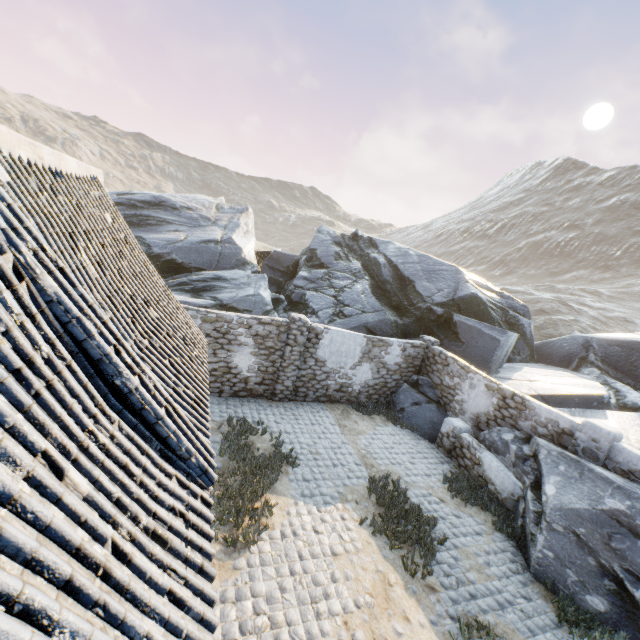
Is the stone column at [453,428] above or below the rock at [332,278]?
below

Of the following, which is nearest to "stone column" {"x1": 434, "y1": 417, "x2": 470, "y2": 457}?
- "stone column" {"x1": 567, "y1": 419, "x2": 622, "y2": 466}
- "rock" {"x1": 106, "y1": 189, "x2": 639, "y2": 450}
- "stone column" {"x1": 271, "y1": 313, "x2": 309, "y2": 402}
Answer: "rock" {"x1": 106, "y1": 189, "x2": 639, "y2": 450}

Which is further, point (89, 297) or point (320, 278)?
point (320, 278)

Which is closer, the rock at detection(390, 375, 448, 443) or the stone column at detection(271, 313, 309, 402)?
the stone column at detection(271, 313, 309, 402)

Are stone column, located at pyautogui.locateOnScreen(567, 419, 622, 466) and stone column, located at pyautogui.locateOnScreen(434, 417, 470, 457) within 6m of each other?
yes

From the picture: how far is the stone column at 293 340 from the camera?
11.11m

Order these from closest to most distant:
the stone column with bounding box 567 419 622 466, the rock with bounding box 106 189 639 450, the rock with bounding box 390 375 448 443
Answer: the stone column with bounding box 567 419 622 466 < the rock with bounding box 390 375 448 443 < the rock with bounding box 106 189 639 450
